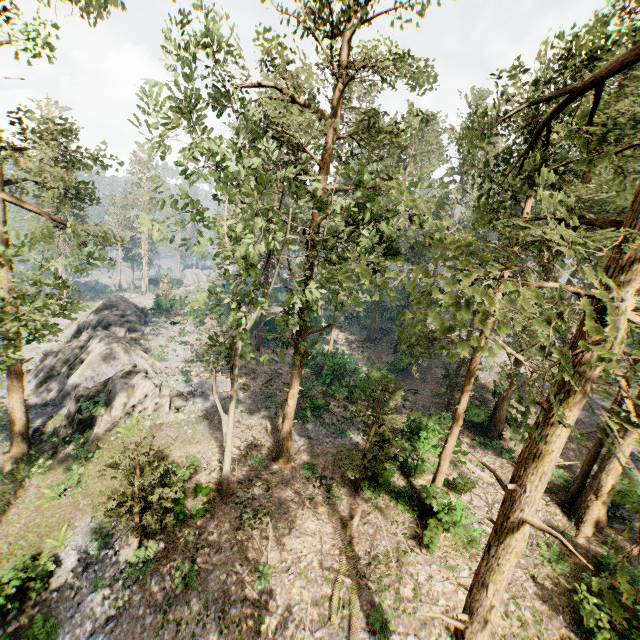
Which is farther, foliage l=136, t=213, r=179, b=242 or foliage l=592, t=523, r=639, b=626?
foliage l=136, t=213, r=179, b=242

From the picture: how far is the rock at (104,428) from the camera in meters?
22.3

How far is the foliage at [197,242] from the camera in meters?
9.9

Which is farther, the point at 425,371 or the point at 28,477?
the point at 425,371

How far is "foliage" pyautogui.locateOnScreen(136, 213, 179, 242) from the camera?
10.5 meters

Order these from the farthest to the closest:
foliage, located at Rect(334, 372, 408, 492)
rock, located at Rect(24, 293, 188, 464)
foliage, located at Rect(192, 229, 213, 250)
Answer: rock, located at Rect(24, 293, 188, 464) < foliage, located at Rect(334, 372, 408, 492) < foliage, located at Rect(192, 229, 213, 250)
